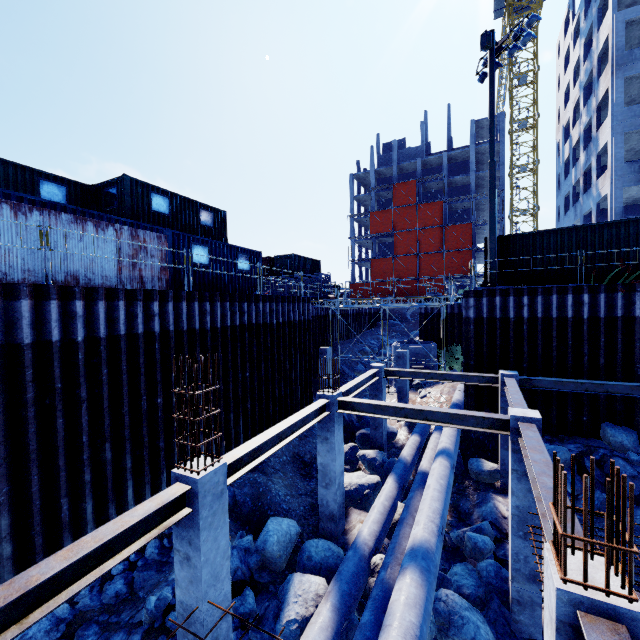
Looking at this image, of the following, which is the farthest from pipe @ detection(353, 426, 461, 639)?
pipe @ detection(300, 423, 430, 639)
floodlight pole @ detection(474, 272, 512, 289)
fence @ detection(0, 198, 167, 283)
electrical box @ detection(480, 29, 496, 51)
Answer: electrical box @ detection(480, 29, 496, 51)

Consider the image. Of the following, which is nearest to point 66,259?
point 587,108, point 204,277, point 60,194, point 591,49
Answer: point 204,277

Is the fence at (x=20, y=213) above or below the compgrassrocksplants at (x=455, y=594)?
above

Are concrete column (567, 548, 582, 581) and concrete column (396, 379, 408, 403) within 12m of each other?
no

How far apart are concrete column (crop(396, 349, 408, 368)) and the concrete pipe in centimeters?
532cm

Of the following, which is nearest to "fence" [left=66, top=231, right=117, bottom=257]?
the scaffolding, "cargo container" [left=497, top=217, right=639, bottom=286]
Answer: the scaffolding

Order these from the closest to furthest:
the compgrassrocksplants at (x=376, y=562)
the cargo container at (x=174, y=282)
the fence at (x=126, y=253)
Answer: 1. the compgrassrocksplants at (x=376, y=562)
2. the fence at (x=126, y=253)
3. the cargo container at (x=174, y=282)

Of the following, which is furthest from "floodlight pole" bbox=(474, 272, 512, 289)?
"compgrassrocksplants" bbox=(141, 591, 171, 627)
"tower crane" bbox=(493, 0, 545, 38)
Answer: "tower crane" bbox=(493, 0, 545, 38)
